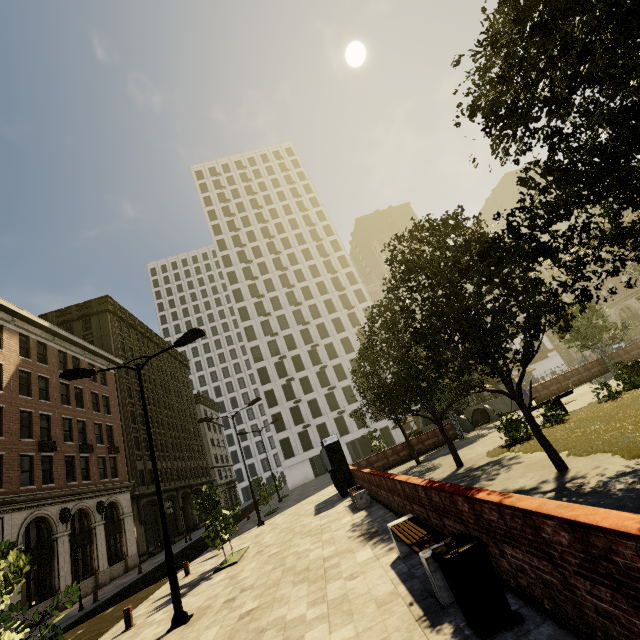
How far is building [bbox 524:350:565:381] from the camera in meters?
54.5

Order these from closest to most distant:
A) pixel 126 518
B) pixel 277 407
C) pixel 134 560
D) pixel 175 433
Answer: pixel 134 560 < pixel 126 518 < pixel 175 433 < pixel 277 407

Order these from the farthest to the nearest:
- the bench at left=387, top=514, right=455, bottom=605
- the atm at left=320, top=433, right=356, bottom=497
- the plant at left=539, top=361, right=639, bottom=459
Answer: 1. the atm at left=320, top=433, right=356, bottom=497
2. the plant at left=539, top=361, right=639, bottom=459
3. the bench at left=387, top=514, right=455, bottom=605

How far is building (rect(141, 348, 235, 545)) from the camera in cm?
3940

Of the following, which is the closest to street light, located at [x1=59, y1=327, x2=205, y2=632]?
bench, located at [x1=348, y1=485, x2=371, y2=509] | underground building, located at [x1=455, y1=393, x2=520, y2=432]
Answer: bench, located at [x1=348, y1=485, x2=371, y2=509]

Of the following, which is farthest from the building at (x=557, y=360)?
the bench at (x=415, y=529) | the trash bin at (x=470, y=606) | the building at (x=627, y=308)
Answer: the trash bin at (x=470, y=606)

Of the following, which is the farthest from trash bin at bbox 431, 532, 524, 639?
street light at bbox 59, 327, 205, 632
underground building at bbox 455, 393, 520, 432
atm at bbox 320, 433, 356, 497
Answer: underground building at bbox 455, 393, 520, 432

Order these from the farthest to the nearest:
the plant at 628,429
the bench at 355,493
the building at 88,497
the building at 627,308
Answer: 1. the building at 627,308
2. the building at 88,497
3. the bench at 355,493
4. the plant at 628,429
